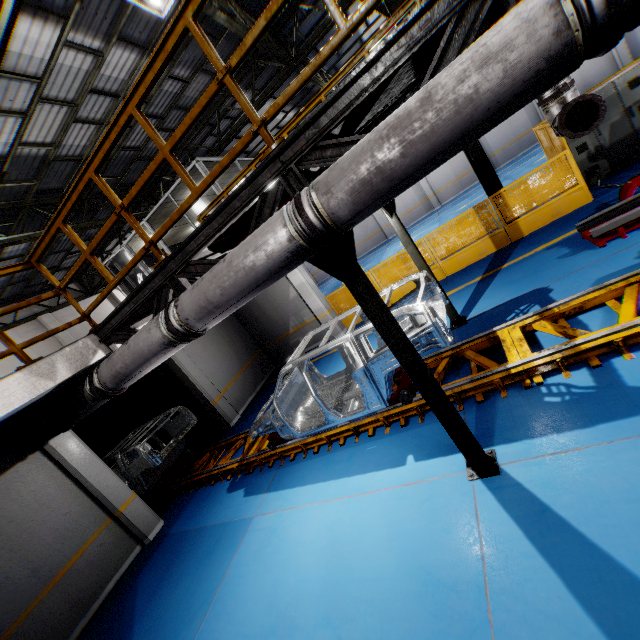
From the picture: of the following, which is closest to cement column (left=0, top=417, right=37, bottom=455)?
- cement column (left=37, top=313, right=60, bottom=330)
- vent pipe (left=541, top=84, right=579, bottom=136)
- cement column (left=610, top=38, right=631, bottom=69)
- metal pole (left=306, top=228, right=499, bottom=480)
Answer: vent pipe (left=541, top=84, right=579, bottom=136)

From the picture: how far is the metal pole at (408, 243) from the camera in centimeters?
655cm

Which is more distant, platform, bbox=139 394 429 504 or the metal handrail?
platform, bbox=139 394 429 504

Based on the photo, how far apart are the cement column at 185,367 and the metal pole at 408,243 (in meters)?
7.48

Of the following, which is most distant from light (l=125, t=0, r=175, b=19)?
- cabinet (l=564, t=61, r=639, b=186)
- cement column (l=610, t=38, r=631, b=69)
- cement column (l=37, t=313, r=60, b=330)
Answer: cement column (l=610, t=38, r=631, b=69)

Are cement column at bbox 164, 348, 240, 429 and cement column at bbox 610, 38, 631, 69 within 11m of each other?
no

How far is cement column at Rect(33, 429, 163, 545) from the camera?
6.96m

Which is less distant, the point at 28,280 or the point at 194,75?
the point at 194,75
